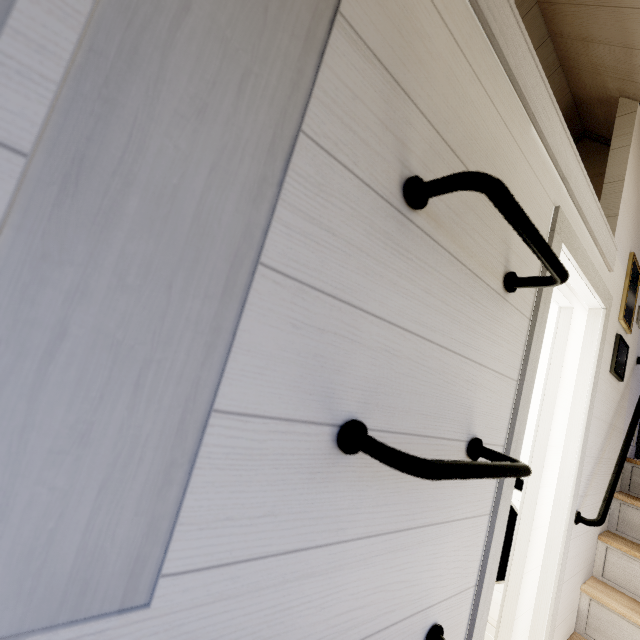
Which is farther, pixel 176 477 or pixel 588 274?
pixel 588 274
